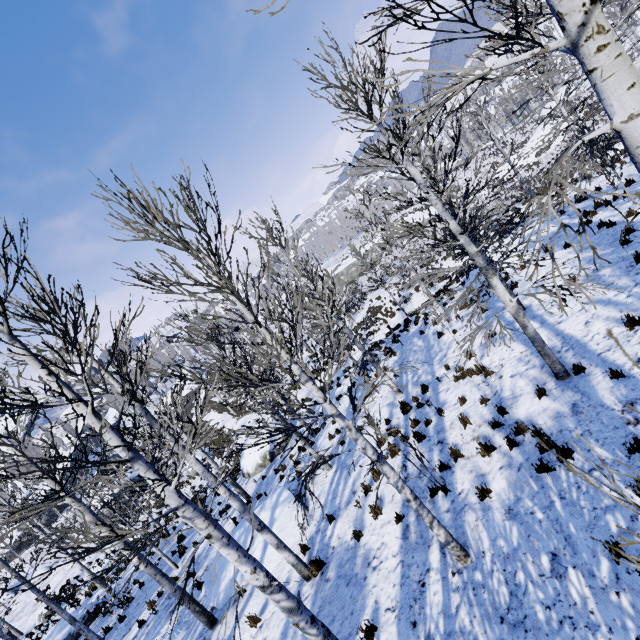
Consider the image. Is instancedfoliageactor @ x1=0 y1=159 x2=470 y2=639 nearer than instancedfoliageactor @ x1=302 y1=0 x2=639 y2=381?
No

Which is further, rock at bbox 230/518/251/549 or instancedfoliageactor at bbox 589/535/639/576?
rock at bbox 230/518/251/549

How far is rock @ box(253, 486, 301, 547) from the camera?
9.7m

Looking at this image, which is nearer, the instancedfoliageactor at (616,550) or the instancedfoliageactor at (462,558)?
the instancedfoliageactor at (616,550)

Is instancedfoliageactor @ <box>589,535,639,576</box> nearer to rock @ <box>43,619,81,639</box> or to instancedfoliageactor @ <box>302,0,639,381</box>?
instancedfoliageactor @ <box>302,0,639,381</box>

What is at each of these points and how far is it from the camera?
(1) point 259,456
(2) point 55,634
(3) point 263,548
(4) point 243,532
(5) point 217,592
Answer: (1) rock, 17.6 meters
(2) rock, 14.8 meters
(3) rock, 10.1 meters
(4) rock, 11.3 meters
(5) rock, 9.9 meters

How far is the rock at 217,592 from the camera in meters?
9.6 m

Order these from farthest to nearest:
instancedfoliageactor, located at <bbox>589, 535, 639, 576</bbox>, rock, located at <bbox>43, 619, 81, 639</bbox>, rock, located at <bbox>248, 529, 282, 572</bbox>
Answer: rock, located at <bbox>43, 619, 81, 639</bbox>
rock, located at <bbox>248, 529, 282, 572</bbox>
instancedfoliageactor, located at <bbox>589, 535, 639, 576</bbox>
